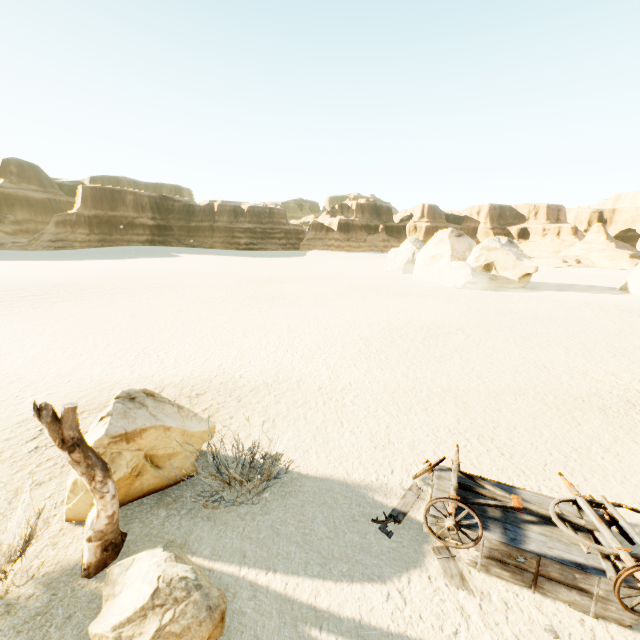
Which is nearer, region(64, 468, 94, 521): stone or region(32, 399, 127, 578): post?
region(32, 399, 127, 578): post

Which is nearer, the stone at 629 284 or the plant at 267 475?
the plant at 267 475

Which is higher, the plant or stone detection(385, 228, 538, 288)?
stone detection(385, 228, 538, 288)

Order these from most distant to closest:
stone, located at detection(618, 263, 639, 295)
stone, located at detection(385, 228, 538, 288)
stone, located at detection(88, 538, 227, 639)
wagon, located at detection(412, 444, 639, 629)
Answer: stone, located at detection(385, 228, 538, 288), stone, located at detection(618, 263, 639, 295), wagon, located at detection(412, 444, 639, 629), stone, located at detection(88, 538, 227, 639)

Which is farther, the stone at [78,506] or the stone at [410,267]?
the stone at [410,267]

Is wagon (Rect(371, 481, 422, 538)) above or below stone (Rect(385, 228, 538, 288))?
below

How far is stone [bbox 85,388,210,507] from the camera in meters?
4.7 m

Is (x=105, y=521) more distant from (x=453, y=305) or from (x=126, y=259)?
(x=126, y=259)
